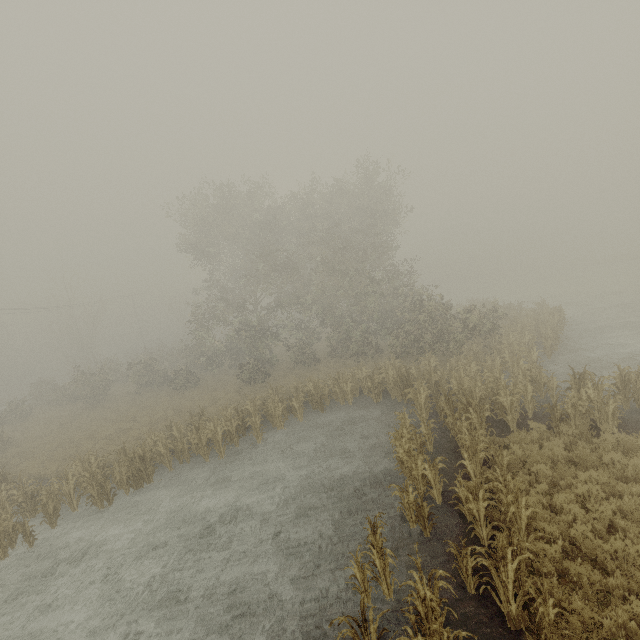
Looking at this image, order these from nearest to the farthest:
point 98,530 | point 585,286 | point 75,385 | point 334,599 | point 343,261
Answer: point 334,599 → point 98,530 → point 343,261 → point 75,385 → point 585,286
